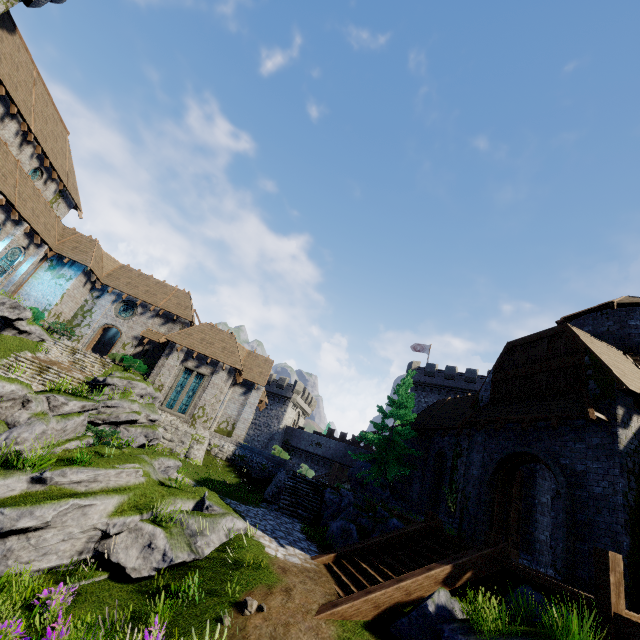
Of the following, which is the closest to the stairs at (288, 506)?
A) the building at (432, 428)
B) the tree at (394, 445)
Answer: the tree at (394, 445)

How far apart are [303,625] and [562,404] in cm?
1072

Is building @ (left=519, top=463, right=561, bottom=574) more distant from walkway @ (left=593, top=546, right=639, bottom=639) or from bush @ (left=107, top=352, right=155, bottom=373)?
bush @ (left=107, top=352, right=155, bottom=373)

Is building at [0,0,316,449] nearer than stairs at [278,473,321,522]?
No

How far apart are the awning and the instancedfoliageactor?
10.2 meters

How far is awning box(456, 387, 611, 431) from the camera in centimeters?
1050cm

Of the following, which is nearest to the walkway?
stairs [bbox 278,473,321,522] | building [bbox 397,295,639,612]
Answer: building [bbox 397,295,639,612]

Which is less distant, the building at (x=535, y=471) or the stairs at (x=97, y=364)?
the building at (x=535, y=471)
